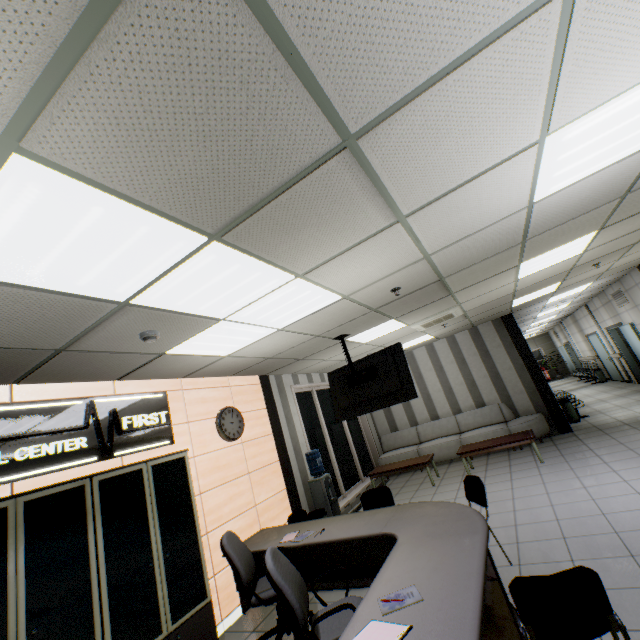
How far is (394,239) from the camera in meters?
2.8

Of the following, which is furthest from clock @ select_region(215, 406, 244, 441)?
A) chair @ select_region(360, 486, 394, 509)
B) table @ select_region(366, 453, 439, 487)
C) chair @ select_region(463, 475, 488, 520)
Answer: table @ select_region(366, 453, 439, 487)

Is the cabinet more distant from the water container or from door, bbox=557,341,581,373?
door, bbox=557,341,581,373

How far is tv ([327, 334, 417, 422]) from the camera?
4.7 meters

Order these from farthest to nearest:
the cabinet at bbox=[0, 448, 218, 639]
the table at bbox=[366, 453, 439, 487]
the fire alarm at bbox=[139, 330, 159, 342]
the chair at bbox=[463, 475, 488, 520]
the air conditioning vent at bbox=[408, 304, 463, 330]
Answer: the table at bbox=[366, 453, 439, 487]
the air conditioning vent at bbox=[408, 304, 463, 330]
the chair at bbox=[463, 475, 488, 520]
the fire alarm at bbox=[139, 330, 159, 342]
the cabinet at bbox=[0, 448, 218, 639]

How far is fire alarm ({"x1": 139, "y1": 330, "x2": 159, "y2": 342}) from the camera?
3.0 meters

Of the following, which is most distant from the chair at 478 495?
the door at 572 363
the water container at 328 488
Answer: the door at 572 363

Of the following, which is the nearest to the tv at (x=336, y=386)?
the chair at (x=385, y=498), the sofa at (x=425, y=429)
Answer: the chair at (x=385, y=498)
